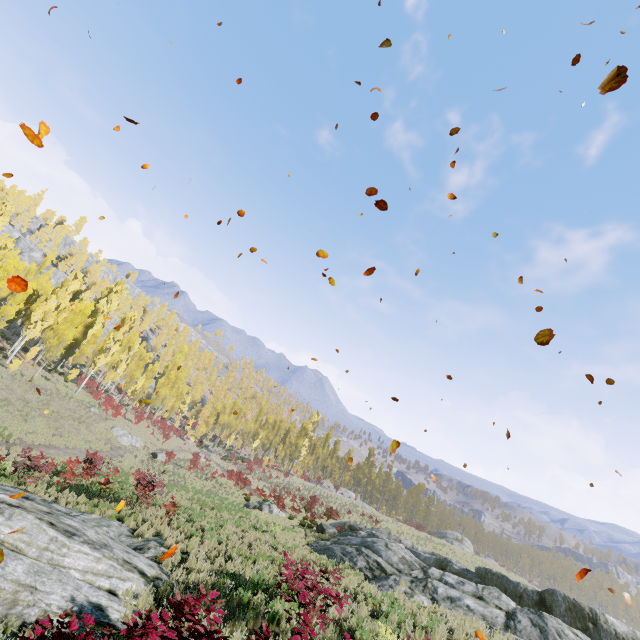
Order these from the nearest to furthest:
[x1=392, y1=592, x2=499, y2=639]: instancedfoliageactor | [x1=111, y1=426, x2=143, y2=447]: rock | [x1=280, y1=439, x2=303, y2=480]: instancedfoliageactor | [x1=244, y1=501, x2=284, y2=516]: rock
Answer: [x1=392, y1=592, x2=499, y2=639]: instancedfoliageactor, [x1=244, y1=501, x2=284, y2=516]: rock, [x1=111, y1=426, x2=143, y2=447]: rock, [x1=280, y1=439, x2=303, y2=480]: instancedfoliageactor

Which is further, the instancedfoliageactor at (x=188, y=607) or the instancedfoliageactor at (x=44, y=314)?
the instancedfoliageactor at (x=44, y=314)

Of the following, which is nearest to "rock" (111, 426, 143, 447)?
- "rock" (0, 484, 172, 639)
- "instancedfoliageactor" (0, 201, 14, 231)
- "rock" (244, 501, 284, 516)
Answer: "instancedfoliageactor" (0, 201, 14, 231)

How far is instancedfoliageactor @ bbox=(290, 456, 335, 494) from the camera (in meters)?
52.08

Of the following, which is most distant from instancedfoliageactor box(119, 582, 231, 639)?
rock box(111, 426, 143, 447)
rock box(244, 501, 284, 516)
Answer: rock box(244, 501, 284, 516)

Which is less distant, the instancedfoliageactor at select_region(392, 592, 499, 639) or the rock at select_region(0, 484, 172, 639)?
the rock at select_region(0, 484, 172, 639)

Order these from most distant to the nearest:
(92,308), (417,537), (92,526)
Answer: (92,308)
(417,537)
(92,526)

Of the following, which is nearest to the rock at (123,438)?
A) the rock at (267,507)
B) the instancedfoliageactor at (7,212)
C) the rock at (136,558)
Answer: the instancedfoliageactor at (7,212)
